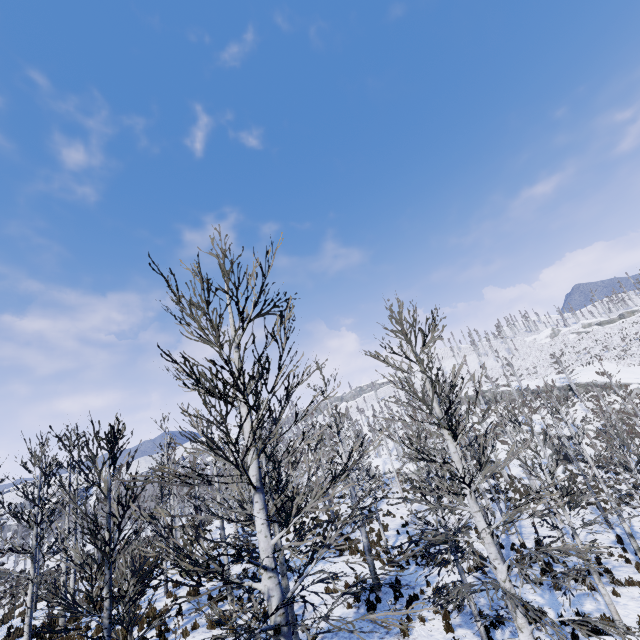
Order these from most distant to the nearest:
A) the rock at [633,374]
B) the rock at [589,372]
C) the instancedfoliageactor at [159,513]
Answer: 1. the rock at [589,372]
2. the rock at [633,374]
3. the instancedfoliageactor at [159,513]

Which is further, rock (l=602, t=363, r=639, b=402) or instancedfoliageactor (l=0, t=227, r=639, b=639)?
rock (l=602, t=363, r=639, b=402)

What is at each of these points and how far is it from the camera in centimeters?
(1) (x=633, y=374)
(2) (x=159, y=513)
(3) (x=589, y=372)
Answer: (1) rock, 5078cm
(2) instancedfoliageactor, 1577cm
(3) rock, 5769cm

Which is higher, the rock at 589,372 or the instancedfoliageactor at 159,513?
the rock at 589,372

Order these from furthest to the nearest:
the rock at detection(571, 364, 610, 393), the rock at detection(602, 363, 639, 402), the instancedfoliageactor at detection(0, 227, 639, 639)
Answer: the rock at detection(571, 364, 610, 393) → the rock at detection(602, 363, 639, 402) → the instancedfoliageactor at detection(0, 227, 639, 639)

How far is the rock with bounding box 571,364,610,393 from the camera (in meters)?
53.29

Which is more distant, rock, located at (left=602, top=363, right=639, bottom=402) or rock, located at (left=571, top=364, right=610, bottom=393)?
rock, located at (left=571, top=364, right=610, bottom=393)
